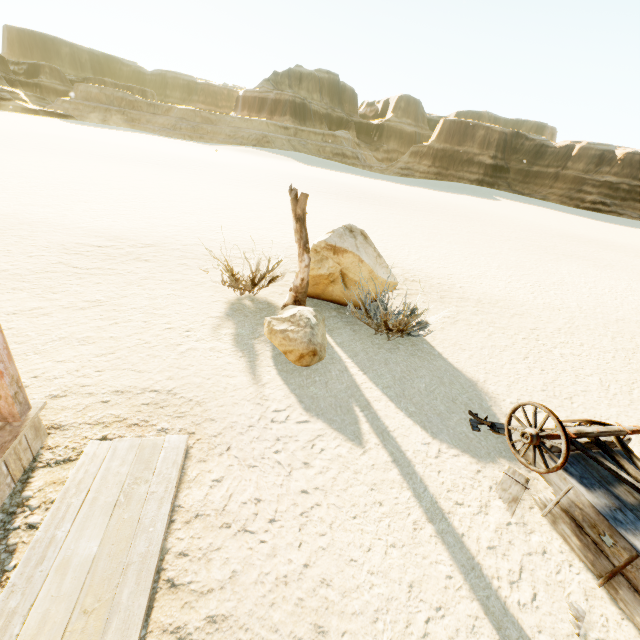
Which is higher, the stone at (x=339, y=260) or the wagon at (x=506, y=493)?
the stone at (x=339, y=260)

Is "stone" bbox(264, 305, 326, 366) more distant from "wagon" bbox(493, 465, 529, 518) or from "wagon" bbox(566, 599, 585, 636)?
"wagon" bbox(566, 599, 585, 636)

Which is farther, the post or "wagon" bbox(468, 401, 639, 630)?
the post

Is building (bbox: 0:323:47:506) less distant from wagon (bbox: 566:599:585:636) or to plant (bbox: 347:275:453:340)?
wagon (bbox: 566:599:585:636)

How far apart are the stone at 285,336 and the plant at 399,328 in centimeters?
60cm

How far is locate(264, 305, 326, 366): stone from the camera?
4.8m

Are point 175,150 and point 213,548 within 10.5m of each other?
no

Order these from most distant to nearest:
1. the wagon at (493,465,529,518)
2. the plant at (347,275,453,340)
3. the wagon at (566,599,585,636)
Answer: the plant at (347,275,453,340) → the wagon at (493,465,529,518) → the wagon at (566,599,585,636)
